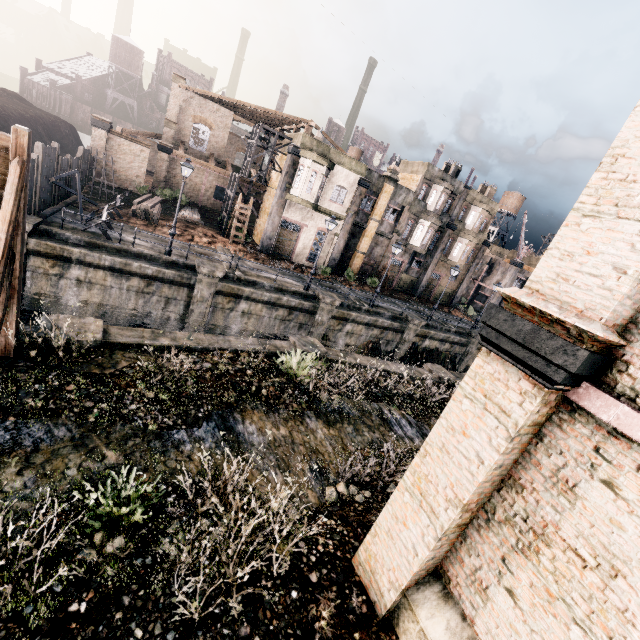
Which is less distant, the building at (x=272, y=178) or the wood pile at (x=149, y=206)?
the wood pile at (x=149, y=206)

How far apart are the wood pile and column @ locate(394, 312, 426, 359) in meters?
21.5

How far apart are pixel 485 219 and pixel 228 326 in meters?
35.2 m

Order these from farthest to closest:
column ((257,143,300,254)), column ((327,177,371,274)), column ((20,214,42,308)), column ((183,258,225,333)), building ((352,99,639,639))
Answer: column ((327,177,371,274)) < column ((257,143,300,254)) < column ((183,258,225,333)) < column ((20,214,42,308)) < building ((352,99,639,639))

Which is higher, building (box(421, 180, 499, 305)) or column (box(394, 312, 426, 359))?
building (box(421, 180, 499, 305))

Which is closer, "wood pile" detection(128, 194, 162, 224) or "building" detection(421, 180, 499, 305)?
"wood pile" detection(128, 194, 162, 224)

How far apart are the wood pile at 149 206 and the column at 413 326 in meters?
21.5

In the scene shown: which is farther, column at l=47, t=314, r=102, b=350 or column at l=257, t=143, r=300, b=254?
column at l=257, t=143, r=300, b=254
